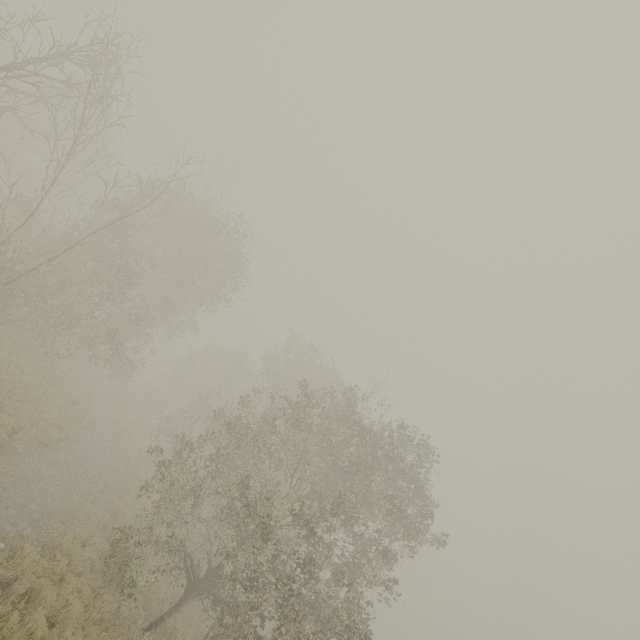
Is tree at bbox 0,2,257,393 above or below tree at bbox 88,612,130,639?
above

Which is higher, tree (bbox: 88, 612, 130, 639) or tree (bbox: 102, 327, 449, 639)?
tree (bbox: 102, 327, 449, 639)

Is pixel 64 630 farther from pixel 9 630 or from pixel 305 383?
pixel 305 383

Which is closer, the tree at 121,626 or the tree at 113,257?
the tree at 121,626

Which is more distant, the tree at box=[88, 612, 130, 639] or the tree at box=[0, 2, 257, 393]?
the tree at box=[0, 2, 257, 393]

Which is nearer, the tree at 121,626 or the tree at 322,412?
the tree at 121,626

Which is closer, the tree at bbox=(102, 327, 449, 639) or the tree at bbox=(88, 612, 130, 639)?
the tree at bbox=(88, 612, 130, 639)
